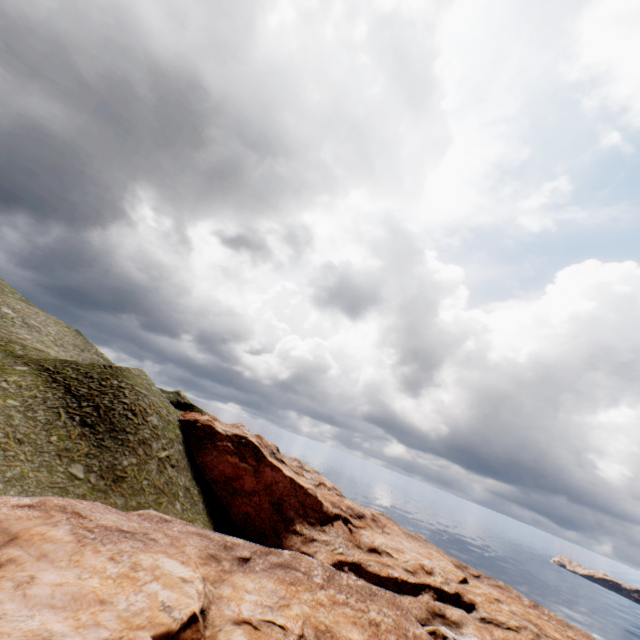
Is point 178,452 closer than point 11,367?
No
